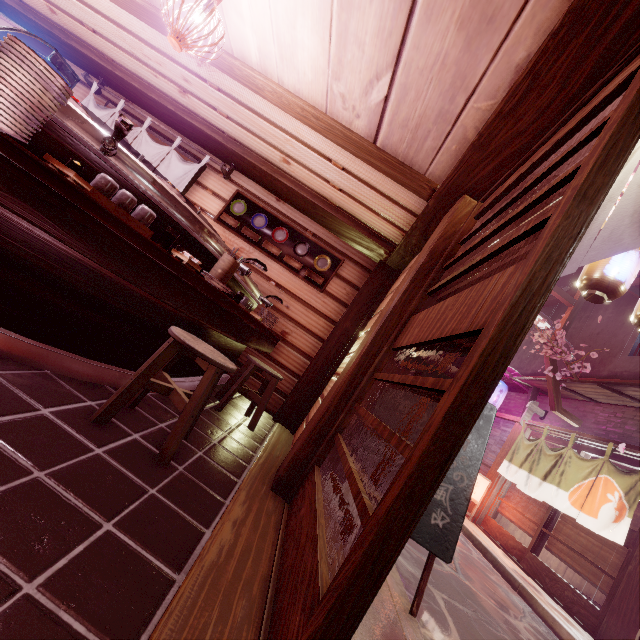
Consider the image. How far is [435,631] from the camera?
4.4 meters

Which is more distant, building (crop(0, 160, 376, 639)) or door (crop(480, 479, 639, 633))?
door (crop(480, 479, 639, 633))

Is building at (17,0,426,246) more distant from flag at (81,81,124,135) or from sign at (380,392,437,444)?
sign at (380,392,437,444)

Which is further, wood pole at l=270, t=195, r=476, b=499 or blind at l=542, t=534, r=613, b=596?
blind at l=542, t=534, r=613, b=596

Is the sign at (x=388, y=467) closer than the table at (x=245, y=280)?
Yes

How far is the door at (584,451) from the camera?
11.4m

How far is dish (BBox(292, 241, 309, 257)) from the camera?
9.09m

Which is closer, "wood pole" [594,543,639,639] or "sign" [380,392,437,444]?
"sign" [380,392,437,444]
